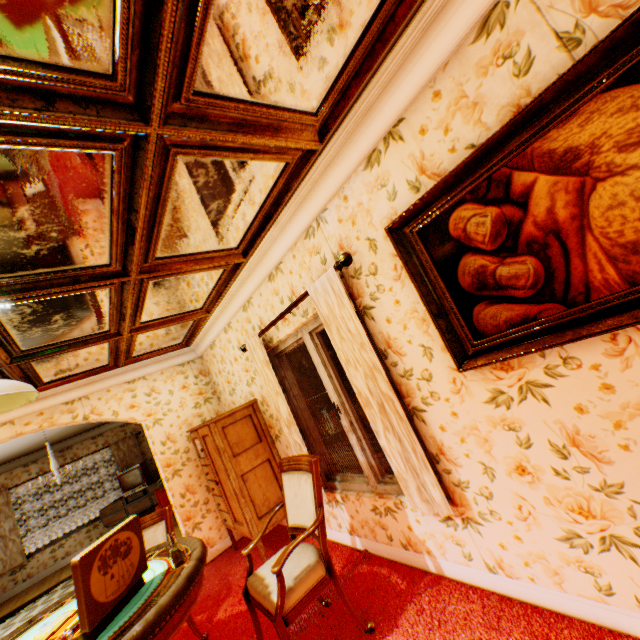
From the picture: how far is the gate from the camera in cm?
3062

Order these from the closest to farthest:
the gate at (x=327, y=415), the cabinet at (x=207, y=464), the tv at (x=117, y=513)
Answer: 1. the cabinet at (x=207, y=464)
2. the tv at (x=117, y=513)
3. the gate at (x=327, y=415)

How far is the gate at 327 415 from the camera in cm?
3062

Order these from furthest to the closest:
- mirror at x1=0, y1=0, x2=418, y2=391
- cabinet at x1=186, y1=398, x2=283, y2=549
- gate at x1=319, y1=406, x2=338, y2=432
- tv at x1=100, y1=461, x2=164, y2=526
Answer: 1. gate at x1=319, y1=406, x2=338, y2=432
2. tv at x1=100, y1=461, x2=164, y2=526
3. cabinet at x1=186, y1=398, x2=283, y2=549
4. mirror at x1=0, y1=0, x2=418, y2=391

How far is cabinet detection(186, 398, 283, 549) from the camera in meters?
3.9

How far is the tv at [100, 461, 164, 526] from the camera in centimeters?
893cm

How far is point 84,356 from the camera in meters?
3.8 m

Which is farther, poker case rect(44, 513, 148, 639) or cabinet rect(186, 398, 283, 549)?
cabinet rect(186, 398, 283, 549)
